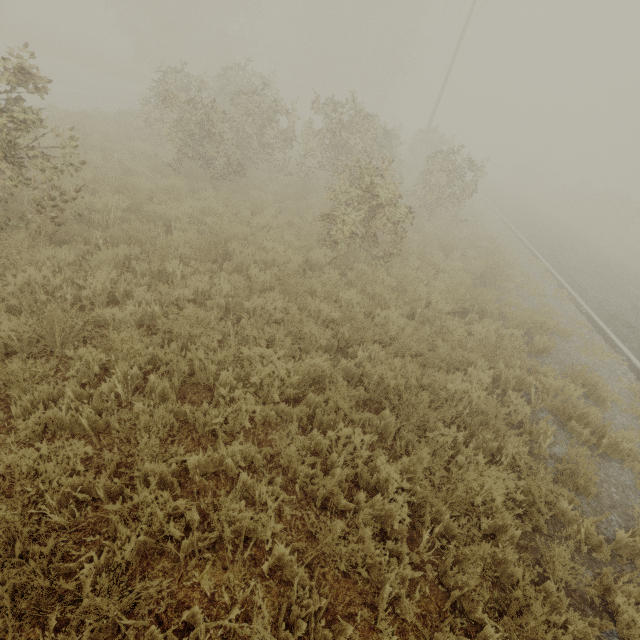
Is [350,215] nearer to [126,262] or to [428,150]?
[126,262]
